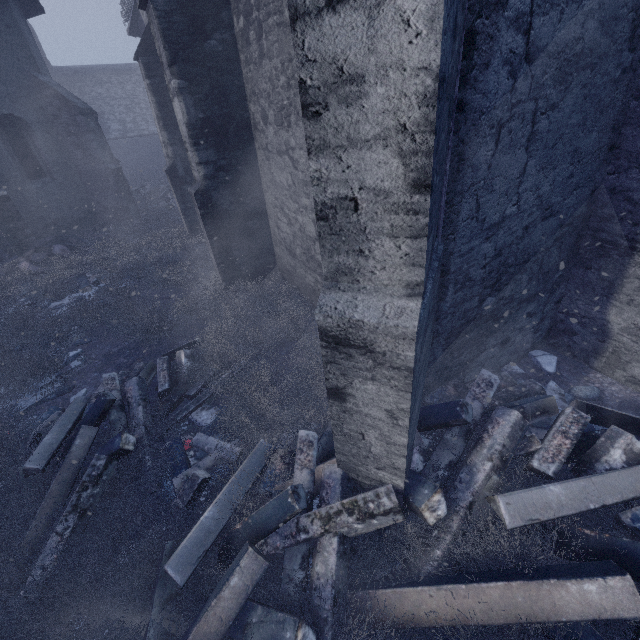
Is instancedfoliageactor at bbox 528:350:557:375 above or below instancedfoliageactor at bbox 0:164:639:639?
below

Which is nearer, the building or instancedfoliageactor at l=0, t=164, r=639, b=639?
the building

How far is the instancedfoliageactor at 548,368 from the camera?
4.33m

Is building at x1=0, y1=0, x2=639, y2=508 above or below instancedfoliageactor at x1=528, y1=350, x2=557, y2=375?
above

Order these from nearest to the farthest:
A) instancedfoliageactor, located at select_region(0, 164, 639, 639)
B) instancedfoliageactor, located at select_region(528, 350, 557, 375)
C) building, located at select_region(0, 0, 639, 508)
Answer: building, located at select_region(0, 0, 639, 508) → instancedfoliageactor, located at select_region(0, 164, 639, 639) → instancedfoliageactor, located at select_region(528, 350, 557, 375)

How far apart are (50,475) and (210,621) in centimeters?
259cm

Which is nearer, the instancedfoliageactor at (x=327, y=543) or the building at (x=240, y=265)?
the building at (x=240, y=265)
